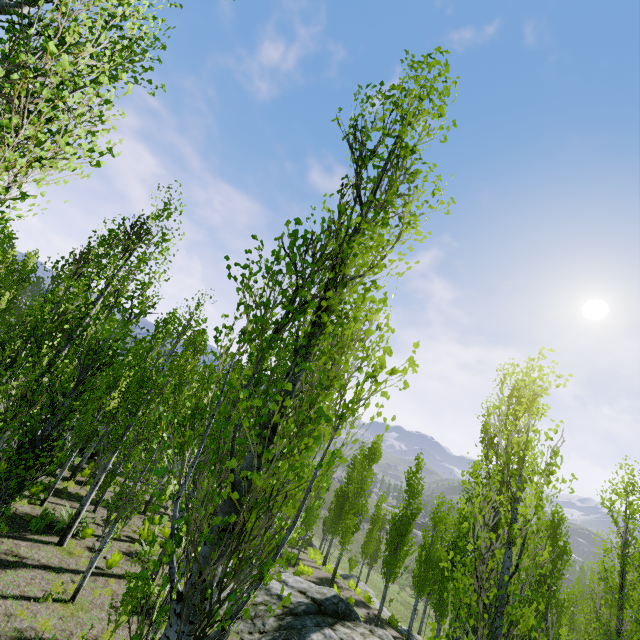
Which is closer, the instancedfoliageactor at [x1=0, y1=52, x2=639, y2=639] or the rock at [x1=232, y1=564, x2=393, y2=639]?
the instancedfoliageactor at [x1=0, y1=52, x2=639, y2=639]

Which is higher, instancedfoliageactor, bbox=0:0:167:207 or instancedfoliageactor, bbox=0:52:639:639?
instancedfoliageactor, bbox=0:0:167:207

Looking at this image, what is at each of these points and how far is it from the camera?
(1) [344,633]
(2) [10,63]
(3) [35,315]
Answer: (1) rock, 12.49m
(2) instancedfoliageactor, 5.64m
(3) instancedfoliageactor, 8.25m

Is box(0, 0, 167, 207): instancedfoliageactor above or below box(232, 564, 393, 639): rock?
above

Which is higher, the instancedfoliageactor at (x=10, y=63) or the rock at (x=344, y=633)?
the instancedfoliageactor at (x=10, y=63)

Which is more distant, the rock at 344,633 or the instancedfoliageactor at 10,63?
the rock at 344,633
